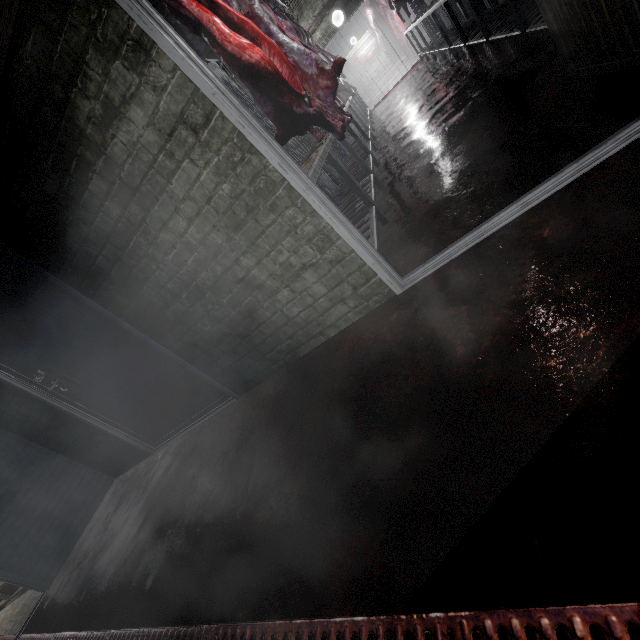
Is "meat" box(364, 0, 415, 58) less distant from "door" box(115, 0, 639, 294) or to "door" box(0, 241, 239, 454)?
"door" box(115, 0, 639, 294)

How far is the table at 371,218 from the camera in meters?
2.3 m

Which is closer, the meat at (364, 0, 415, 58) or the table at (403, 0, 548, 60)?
the table at (403, 0, 548, 60)

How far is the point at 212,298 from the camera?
2.0m

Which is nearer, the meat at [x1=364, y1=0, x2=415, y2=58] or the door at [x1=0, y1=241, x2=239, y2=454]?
the door at [x1=0, y1=241, x2=239, y2=454]

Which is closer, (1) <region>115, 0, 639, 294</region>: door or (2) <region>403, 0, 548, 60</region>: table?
(1) <region>115, 0, 639, 294</region>: door

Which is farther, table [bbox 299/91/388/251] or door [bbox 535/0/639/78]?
table [bbox 299/91/388/251]

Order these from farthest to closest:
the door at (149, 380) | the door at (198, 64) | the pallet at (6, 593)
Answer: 1. the pallet at (6, 593)
2. the door at (149, 380)
3. the door at (198, 64)
